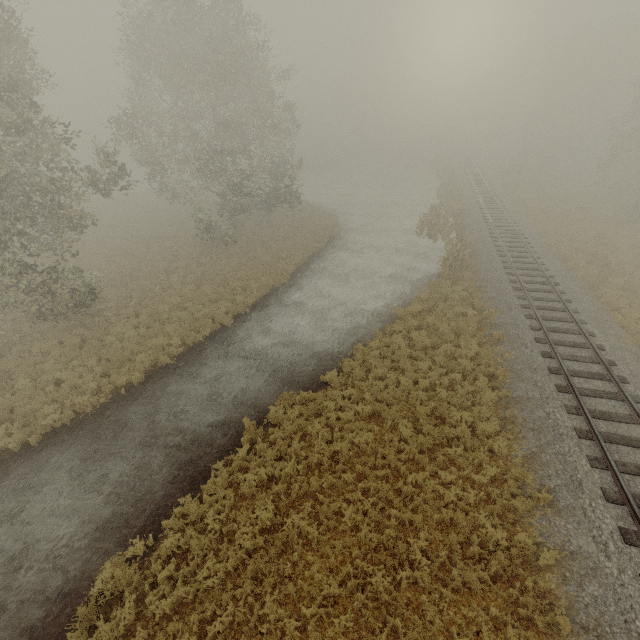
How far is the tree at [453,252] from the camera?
21.2m

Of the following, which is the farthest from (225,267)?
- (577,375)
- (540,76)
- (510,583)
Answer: (540,76)

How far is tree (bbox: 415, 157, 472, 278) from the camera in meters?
21.2 m
